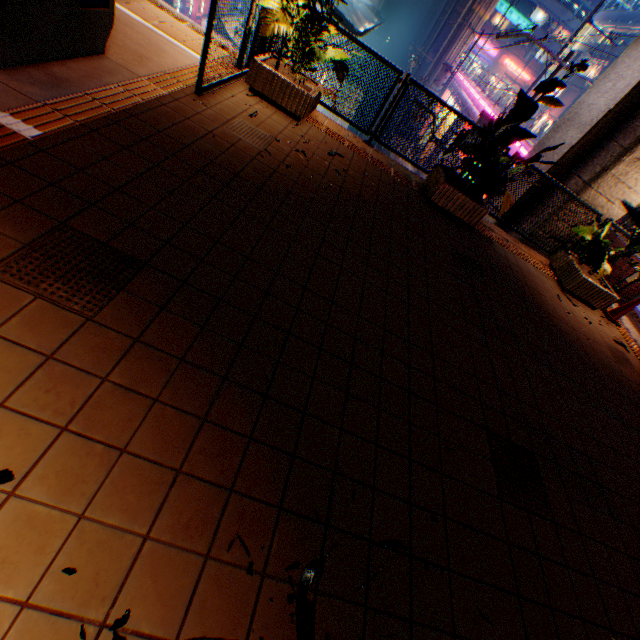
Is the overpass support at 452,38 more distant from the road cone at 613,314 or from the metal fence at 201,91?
the road cone at 613,314

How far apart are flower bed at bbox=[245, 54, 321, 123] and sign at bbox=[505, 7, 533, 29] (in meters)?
66.48

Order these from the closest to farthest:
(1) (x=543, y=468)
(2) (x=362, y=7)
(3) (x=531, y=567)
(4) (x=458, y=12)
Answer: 1. (3) (x=531, y=567)
2. (1) (x=543, y=468)
3. (2) (x=362, y=7)
4. (4) (x=458, y=12)

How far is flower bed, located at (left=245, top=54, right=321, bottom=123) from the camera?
5.0m

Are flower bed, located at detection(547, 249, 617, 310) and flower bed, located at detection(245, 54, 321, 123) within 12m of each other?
yes

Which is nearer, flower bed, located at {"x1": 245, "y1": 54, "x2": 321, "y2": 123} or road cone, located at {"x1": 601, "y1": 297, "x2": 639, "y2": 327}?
flower bed, located at {"x1": 245, "y1": 54, "x2": 321, "y2": 123}

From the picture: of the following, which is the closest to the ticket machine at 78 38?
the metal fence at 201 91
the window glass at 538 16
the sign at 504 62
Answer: the metal fence at 201 91

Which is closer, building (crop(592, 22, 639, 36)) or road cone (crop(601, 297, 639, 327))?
road cone (crop(601, 297, 639, 327))
